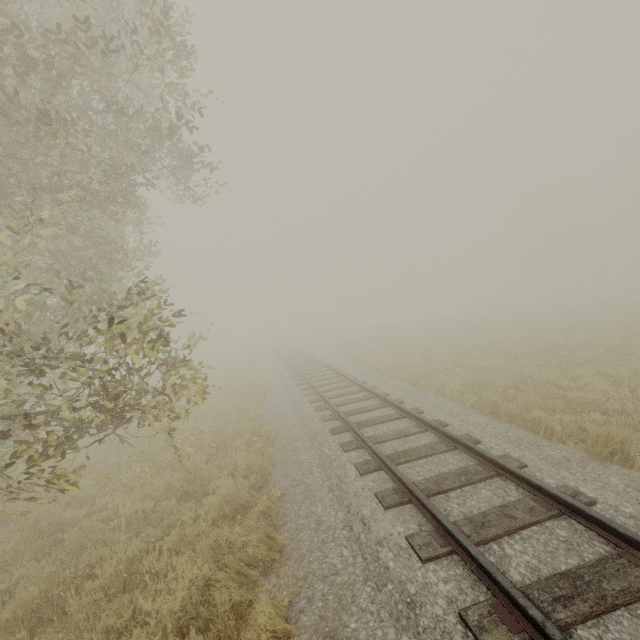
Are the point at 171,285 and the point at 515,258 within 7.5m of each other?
no
